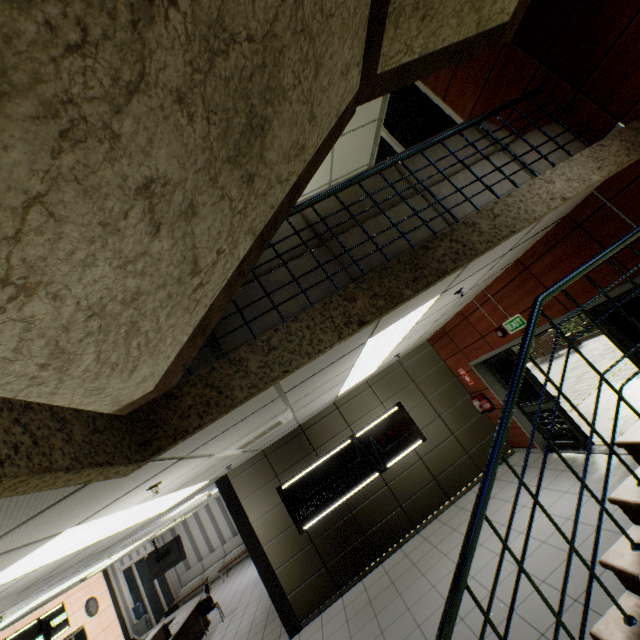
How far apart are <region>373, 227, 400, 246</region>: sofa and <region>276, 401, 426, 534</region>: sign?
4.9 meters

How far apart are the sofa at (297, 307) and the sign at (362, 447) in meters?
4.9 m

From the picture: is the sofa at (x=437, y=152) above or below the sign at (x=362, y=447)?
above

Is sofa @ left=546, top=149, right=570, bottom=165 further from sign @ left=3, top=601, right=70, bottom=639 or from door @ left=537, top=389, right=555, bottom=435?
sign @ left=3, top=601, right=70, bottom=639

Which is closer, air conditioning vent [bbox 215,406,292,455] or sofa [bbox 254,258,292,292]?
sofa [bbox 254,258,292,292]

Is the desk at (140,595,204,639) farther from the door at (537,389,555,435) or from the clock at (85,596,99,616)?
the door at (537,389,555,435)

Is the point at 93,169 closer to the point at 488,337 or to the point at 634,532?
the point at 634,532

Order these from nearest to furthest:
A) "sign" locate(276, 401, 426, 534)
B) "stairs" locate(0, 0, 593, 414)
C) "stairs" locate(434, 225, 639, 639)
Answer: "stairs" locate(0, 0, 593, 414), "stairs" locate(434, 225, 639, 639), "sign" locate(276, 401, 426, 534)
